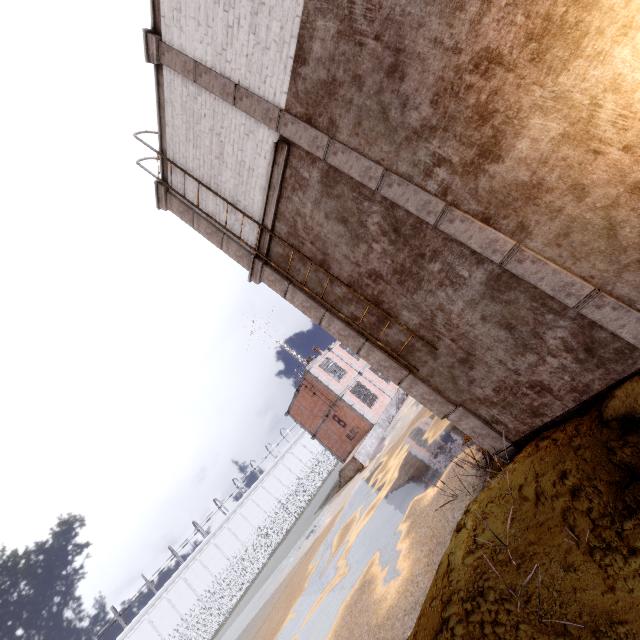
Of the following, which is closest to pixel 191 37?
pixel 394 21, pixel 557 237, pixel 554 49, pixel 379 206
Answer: pixel 394 21

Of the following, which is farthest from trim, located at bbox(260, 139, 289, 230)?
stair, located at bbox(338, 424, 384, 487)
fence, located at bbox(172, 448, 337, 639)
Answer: stair, located at bbox(338, 424, 384, 487)

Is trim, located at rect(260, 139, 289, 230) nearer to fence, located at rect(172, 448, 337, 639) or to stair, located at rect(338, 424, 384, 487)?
fence, located at rect(172, 448, 337, 639)

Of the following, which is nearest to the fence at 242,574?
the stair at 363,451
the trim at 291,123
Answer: the trim at 291,123

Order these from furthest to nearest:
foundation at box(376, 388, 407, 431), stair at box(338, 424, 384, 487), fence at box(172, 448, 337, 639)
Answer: fence at box(172, 448, 337, 639)
foundation at box(376, 388, 407, 431)
stair at box(338, 424, 384, 487)

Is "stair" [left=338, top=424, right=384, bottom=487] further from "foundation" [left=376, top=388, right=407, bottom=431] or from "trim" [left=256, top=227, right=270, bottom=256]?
"trim" [left=256, top=227, right=270, bottom=256]

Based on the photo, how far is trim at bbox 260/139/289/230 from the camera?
5.3 meters

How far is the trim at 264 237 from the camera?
6.4m
